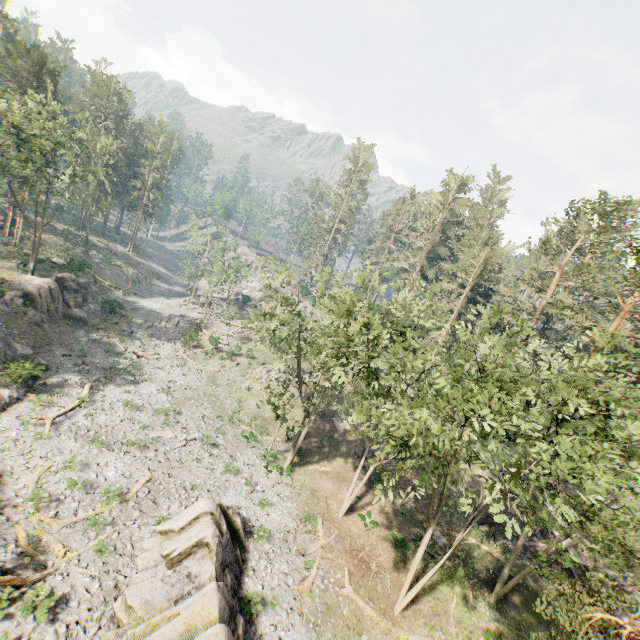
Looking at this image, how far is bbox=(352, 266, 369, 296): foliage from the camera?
20.62m

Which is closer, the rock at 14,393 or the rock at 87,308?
the rock at 14,393

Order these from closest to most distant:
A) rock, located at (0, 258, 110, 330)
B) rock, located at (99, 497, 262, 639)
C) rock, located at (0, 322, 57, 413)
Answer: rock, located at (99, 497, 262, 639), rock, located at (0, 322, 57, 413), rock, located at (0, 258, 110, 330)

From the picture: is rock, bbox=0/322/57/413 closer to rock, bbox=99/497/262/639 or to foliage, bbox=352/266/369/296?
rock, bbox=99/497/262/639

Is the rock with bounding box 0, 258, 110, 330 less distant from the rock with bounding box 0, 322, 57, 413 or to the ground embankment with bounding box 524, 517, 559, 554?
the rock with bounding box 0, 322, 57, 413

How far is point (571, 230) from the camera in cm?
3241

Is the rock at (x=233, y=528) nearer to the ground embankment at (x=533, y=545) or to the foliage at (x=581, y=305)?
the foliage at (x=581, y=305)
